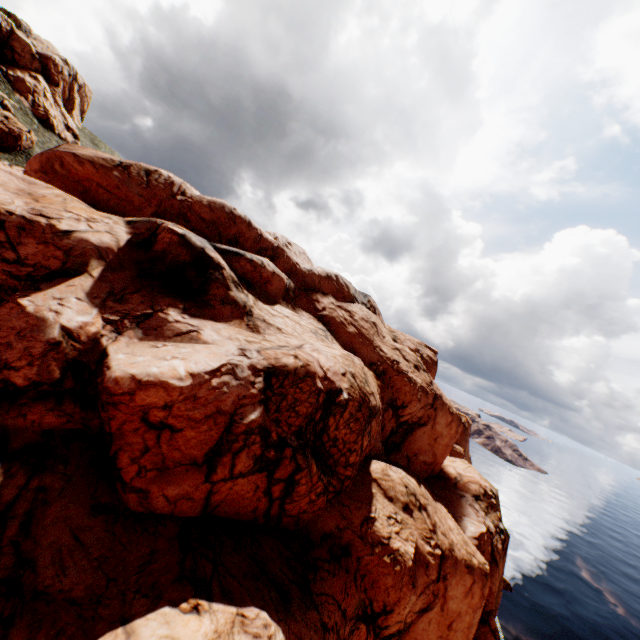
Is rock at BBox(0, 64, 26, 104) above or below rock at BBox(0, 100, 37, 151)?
above

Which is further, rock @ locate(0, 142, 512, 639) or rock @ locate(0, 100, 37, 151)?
rock @ locate(0, 100, 37, 151)

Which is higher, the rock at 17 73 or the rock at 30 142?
the rock at 17 73

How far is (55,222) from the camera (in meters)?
17.94

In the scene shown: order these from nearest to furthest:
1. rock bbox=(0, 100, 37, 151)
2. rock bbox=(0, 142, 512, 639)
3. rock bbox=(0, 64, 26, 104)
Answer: rock bbox=(0, 142, 512, 639), rock bbox=(0, 100, 37, 151), rock bbox=(0, 64, 26, 104)

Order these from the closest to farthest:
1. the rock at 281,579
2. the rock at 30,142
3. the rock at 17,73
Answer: the rock at 281,579, the rock at 30,142, the rock at 17,73
